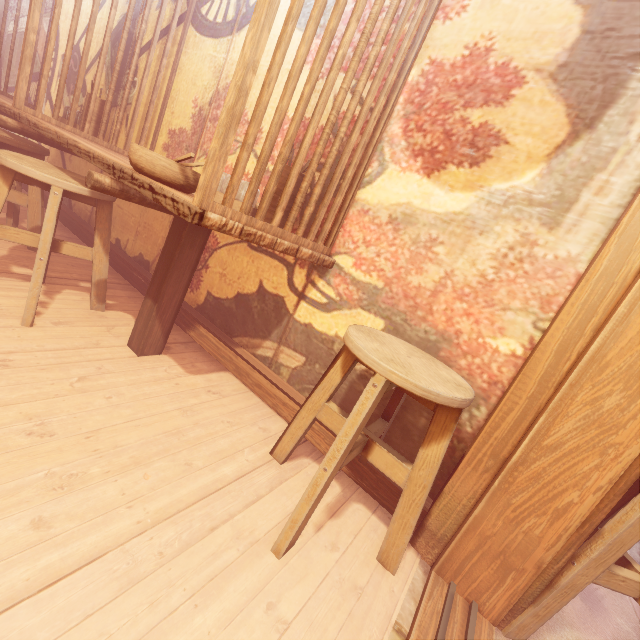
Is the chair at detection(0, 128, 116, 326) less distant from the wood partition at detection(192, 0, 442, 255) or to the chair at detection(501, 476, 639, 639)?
the wood partition at detection(192, 0, 442, 255)

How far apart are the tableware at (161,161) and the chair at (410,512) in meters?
1.5 m

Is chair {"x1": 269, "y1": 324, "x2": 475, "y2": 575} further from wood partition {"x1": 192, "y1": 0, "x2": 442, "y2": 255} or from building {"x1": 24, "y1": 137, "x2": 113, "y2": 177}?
wood partition {"x1": 192, "y1": 0, "x2": 442, "y2": 255}

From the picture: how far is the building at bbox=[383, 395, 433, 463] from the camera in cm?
265

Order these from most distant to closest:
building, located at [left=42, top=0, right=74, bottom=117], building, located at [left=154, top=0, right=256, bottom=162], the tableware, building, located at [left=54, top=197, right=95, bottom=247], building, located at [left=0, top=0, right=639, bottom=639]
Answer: building, located at [left=42, top=0, right=74, bottom=117] → building, located at [left=54, top=197, right=95, bottom=247] → building, located at [left=154, top=0, right=256, bottom=162] → the tableware → building, located at [left=0, top=0, right=639, bottom=639]

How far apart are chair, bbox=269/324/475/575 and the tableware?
1.5 meters

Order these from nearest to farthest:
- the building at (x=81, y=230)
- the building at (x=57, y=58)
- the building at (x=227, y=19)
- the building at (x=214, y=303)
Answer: the building at (x=214, y=303) < the building at (x=227, y=19) < the building at (x=81, y=230) < the building at (x=57, y=58)

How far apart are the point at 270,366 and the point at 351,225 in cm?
170
